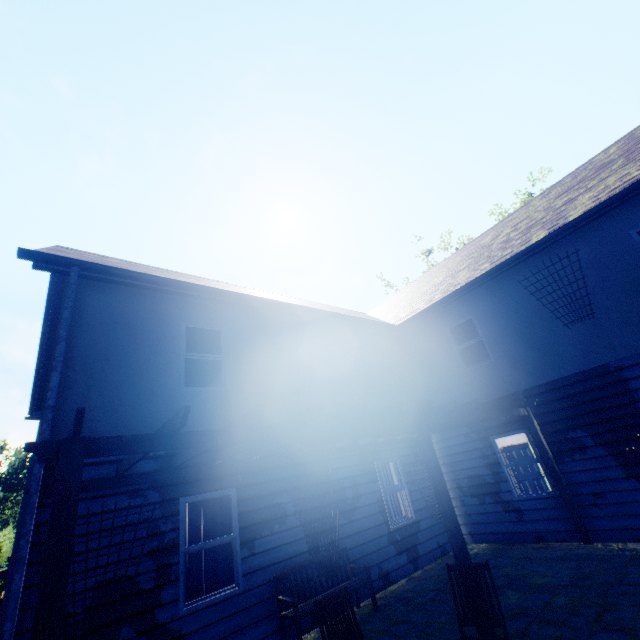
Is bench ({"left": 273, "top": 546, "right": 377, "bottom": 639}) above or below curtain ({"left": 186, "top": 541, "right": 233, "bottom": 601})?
below

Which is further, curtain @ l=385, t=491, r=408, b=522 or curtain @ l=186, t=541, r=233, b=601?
curtain @ l=385, t=491, r=408, b=522

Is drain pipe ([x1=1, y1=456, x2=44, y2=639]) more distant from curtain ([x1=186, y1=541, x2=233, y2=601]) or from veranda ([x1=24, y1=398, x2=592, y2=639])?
curtain ([x1=186, y1=541, x2=233, y2=601])

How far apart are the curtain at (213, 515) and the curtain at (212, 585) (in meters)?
0.07

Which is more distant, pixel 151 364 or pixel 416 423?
pixel 151 364

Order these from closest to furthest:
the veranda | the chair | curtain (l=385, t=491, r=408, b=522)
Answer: the veranda
the chair
curtain (l=385, t=491, r=408, b=522)

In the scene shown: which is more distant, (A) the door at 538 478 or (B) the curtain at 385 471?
(A) the door at 538 478

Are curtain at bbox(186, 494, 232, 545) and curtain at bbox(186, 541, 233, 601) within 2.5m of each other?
yes
